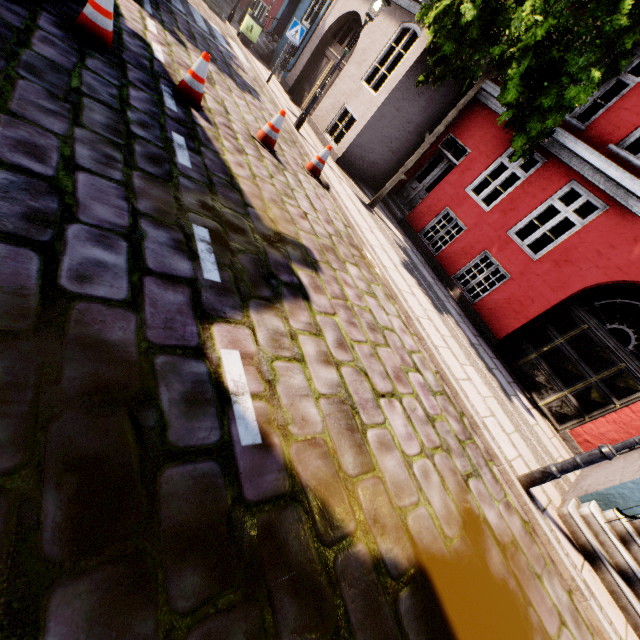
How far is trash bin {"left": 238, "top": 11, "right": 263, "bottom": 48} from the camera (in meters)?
12.70

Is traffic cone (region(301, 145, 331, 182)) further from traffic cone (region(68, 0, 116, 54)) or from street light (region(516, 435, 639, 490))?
street light (region(516, 435, 639, 490))

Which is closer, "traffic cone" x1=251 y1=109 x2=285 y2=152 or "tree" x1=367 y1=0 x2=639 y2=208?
"tree" x1=367 y1=0 x2=639 y2=208

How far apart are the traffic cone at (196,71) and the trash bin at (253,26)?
10.5 meters

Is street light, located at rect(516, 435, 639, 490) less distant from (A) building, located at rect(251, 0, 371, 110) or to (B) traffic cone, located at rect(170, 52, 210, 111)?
(A) building, located at rect(251, 0, 371, 110)

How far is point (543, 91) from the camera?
6.3m

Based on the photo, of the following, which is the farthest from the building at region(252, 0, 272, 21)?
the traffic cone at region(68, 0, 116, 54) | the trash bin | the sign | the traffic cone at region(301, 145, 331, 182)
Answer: the traffic cone at region(68, 0, 116, 54)

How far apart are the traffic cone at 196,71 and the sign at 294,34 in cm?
674
